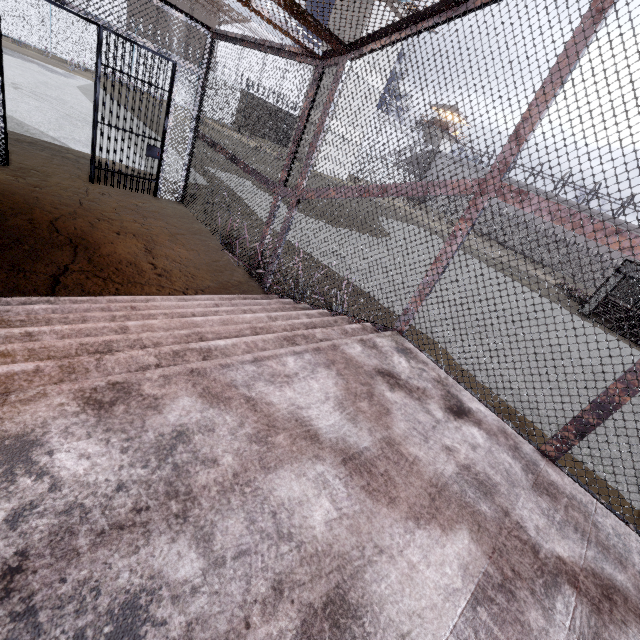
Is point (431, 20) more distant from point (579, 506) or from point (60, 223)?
point (60, 223)

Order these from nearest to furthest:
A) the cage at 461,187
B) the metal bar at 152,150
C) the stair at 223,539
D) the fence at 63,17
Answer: the stair at 223,539
the cage at 461,187
the metal bar at 152,150
the fence at 63,17

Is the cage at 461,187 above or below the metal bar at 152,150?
above

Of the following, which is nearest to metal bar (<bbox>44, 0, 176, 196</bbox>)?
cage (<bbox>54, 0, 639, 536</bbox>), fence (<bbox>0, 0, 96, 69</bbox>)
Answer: cage (<bbox>54, 0, 639, 536</bbox>)

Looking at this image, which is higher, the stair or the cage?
the cage

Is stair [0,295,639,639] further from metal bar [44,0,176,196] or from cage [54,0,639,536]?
metal bar [44,0,176,196]

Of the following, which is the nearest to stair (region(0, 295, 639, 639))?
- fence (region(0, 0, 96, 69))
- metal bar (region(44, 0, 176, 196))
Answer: metal bar (region(44, 0, 176, 196))
